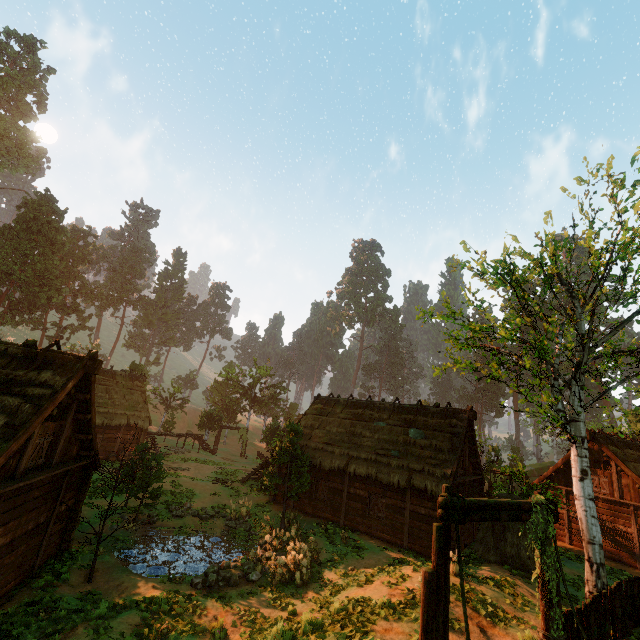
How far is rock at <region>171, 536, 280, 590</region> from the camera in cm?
1292

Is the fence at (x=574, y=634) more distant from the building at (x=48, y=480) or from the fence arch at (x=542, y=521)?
the building at (x=48, y=480)

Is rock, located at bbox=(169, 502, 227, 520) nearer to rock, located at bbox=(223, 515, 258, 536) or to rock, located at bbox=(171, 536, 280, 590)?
rock, located at bbox=(223, 515, 258, 536)

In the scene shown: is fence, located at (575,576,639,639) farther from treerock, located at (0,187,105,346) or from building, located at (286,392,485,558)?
building, located at (286,392,485,558)

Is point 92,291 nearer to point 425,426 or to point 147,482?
point 147,482

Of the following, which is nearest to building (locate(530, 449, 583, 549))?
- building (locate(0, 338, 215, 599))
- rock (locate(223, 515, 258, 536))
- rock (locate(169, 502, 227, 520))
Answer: building (locate(0, 338, 215, 599))

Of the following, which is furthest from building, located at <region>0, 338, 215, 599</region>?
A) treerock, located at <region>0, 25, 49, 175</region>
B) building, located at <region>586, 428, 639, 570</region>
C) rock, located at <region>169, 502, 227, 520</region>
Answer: building, located at <region>586, 428, 639, 570</region>

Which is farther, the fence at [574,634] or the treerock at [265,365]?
the treerock at [265,365]
